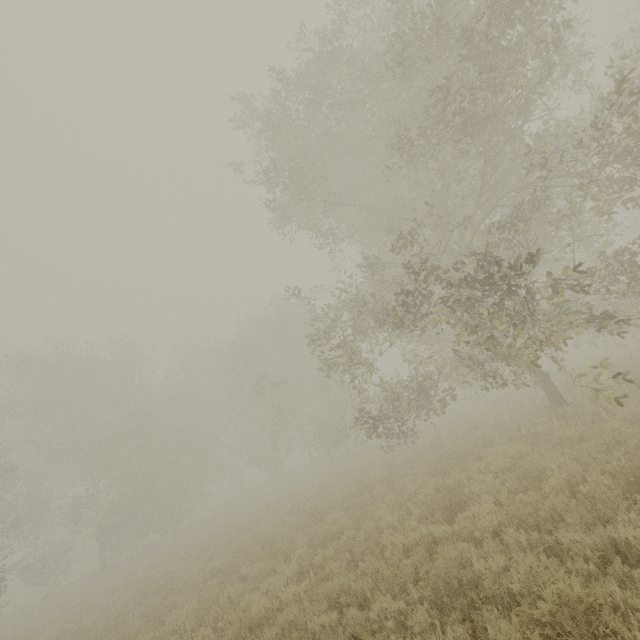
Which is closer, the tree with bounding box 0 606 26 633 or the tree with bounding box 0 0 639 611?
the tree with bounding box 0 0 639 611

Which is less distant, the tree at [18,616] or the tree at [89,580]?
the tree at [89,580]

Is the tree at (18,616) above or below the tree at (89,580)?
below

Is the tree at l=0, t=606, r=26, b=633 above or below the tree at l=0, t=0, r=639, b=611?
below

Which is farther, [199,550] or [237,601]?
[199,550]
